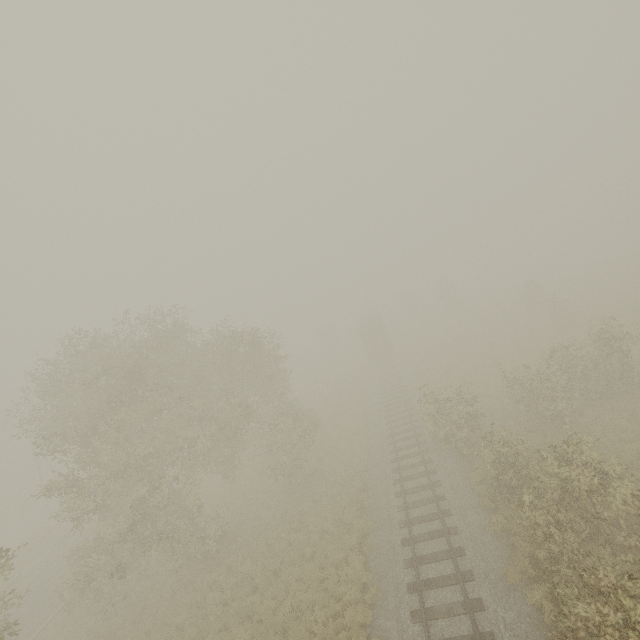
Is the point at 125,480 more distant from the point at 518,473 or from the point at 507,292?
the point at 507,292

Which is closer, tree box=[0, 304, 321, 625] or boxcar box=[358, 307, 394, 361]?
tree box=[0, 304, 321, 625]

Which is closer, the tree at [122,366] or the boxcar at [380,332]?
the tree at [122,366]

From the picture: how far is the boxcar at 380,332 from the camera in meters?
40.2 m

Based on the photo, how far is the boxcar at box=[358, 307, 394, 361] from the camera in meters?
40.2
